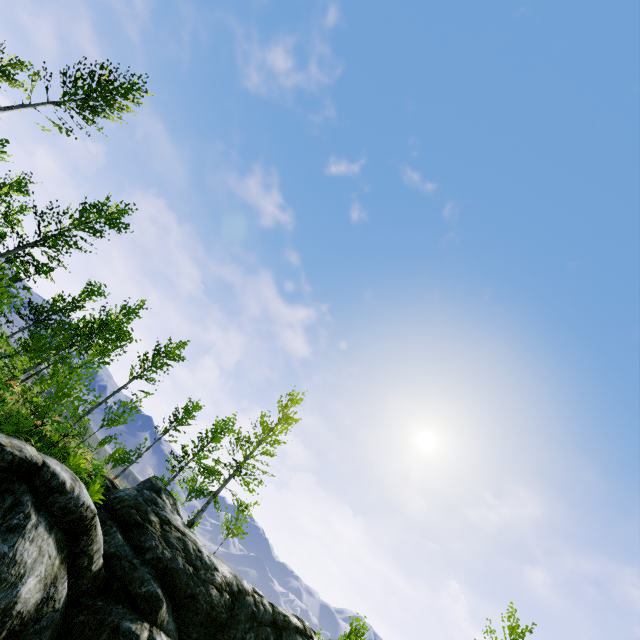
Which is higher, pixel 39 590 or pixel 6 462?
pixel 6 462
